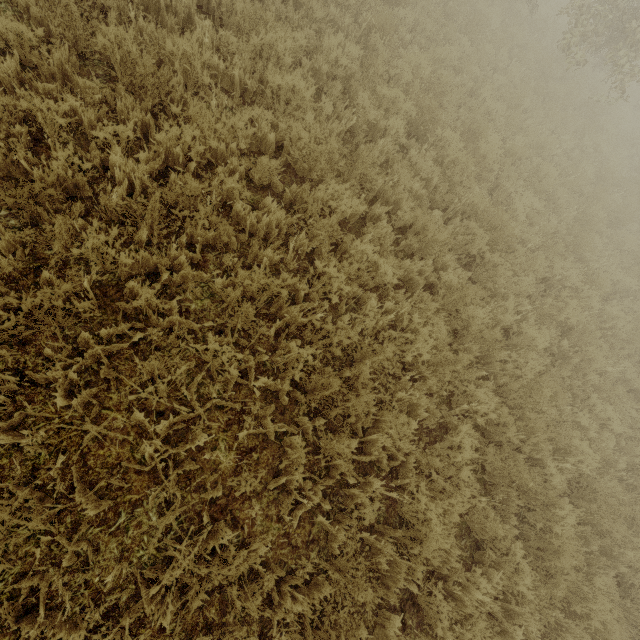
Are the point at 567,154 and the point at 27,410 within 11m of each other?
no
